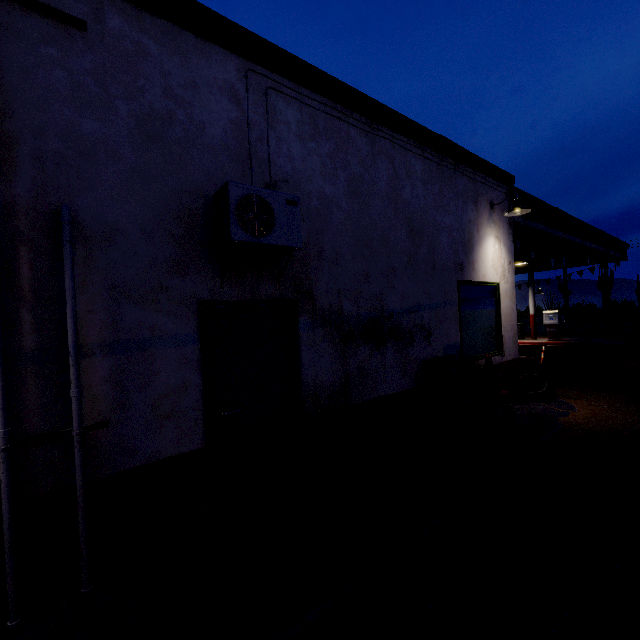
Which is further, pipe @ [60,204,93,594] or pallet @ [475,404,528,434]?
pallet @ [475,404,528,434]

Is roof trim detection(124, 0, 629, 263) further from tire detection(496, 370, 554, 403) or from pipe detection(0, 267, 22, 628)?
tire detection(496, 370, 554, 403)

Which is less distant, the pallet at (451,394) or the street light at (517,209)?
the pallet at (451,394)

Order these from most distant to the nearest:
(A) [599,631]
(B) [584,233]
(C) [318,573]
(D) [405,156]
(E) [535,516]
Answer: (B) [584,233] < (D) [405,156] < (E) [535,516] < (C) [318,573] < (A) [599,631]

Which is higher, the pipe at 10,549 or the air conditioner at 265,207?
the air conditioner at 265,207

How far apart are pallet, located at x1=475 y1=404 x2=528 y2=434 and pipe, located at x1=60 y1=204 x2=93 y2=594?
4.44m

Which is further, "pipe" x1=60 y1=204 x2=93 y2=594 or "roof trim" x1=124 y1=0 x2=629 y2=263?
"roof trim" x1=124 y1=0 x2=629 y2=263
